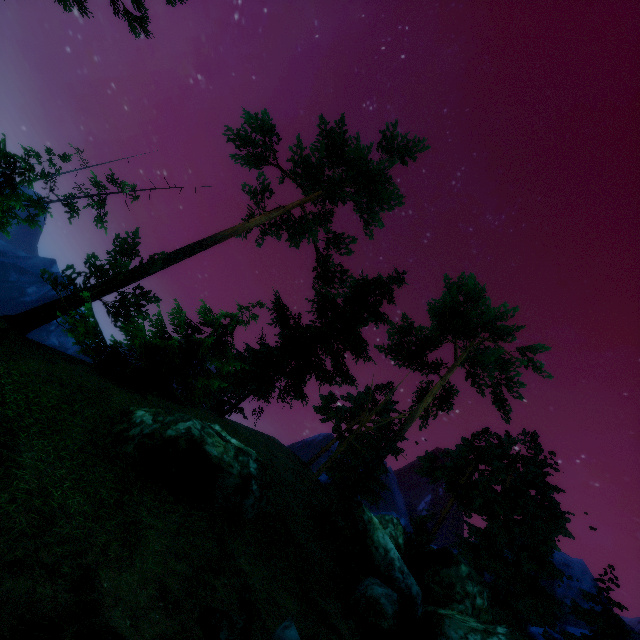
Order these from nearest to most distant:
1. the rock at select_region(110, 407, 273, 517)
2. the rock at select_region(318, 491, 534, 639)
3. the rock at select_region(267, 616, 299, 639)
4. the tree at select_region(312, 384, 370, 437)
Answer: the rock at select_region(267, 616, 299, 639)
the rock at select_region(110, 407, 273, 517)
the rock at select_region(318, 491, 534, 639)
the tree at select_region(312, 384, 370, 437)

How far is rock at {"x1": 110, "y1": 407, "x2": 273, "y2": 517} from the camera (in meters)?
8.91

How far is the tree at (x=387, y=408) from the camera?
35.3m

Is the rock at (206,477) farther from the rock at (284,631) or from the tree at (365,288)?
the tree at (365,288)

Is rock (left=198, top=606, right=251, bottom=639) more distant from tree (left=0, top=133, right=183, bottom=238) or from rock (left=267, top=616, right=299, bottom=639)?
tree (left=0, top=133, right=183, bottom=238)

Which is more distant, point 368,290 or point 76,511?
point 368,290

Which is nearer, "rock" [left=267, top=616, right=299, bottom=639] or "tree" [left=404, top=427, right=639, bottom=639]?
"rock" [left=267, top=616, right=299, bottom=639]

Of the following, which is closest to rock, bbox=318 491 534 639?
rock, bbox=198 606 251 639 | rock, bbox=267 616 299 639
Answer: rock, bbox=267 616 299 639
